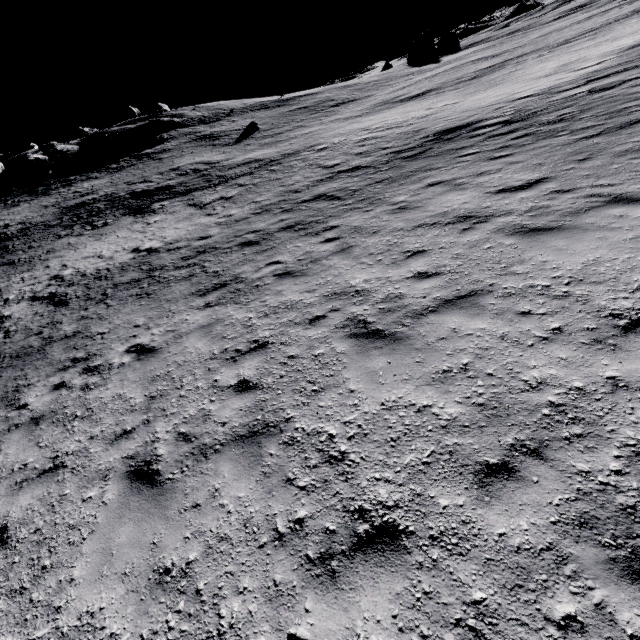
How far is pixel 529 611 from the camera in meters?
2.4
